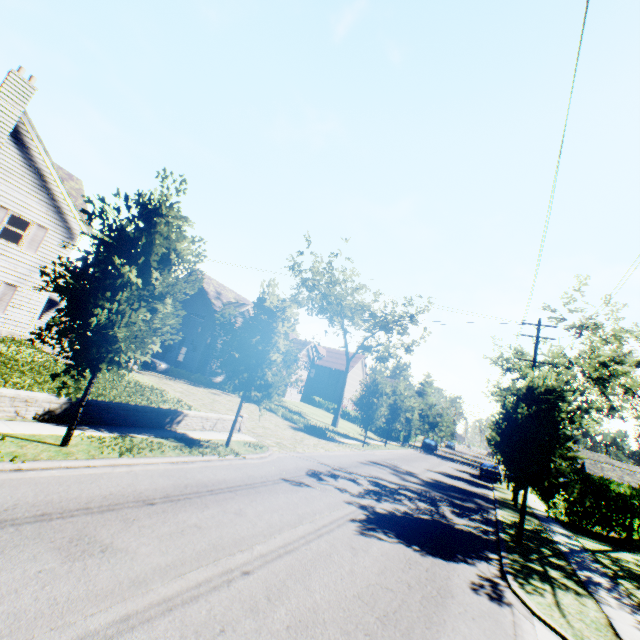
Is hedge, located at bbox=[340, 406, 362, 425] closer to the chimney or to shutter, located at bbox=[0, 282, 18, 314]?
shutter, located at bbox=[0, 282, 18, 314]

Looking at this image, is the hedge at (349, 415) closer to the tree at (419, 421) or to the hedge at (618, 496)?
the tree at (419, 421)

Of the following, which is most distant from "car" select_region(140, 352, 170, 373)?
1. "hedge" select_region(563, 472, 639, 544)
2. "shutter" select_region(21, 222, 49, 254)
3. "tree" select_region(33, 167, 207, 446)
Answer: "hedge" select_region(563, 472, 639, 544)

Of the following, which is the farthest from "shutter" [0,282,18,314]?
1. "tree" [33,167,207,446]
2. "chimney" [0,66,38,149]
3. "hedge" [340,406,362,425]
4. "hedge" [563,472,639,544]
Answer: "hedge" [340,406,362,425]

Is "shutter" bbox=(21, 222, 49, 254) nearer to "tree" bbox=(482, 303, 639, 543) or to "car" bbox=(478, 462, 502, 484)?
"tree" bbox=(482, 303, 639, 543)

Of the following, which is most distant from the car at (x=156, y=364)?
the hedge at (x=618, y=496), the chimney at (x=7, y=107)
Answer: the hedge at (x=618, y=496)

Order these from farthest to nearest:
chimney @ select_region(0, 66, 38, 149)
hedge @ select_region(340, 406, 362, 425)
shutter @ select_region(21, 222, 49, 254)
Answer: hedge @ select_region(340, 406, 362, 425) → shutter @ select_region(21, 222, 49, 254) → chimney @ select_region(0, 66, 38, 149)

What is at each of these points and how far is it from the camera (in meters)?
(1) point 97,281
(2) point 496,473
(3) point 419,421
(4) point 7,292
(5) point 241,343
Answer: (1) tree, 8.21
(2) car, 29.03
(3) tree, 46.72
(4) shutter, 16.69
(5) tree, 12.41
